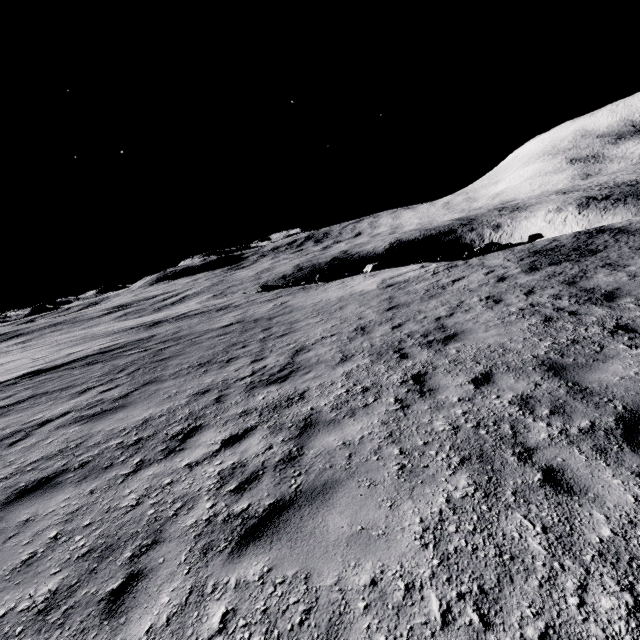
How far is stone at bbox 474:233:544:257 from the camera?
20.9 meters

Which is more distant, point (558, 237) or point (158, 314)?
point (158, 314)

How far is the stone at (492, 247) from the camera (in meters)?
20.86
